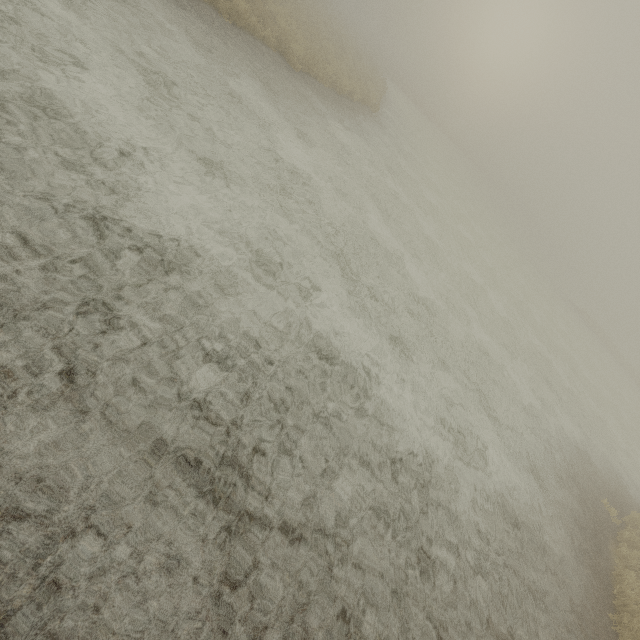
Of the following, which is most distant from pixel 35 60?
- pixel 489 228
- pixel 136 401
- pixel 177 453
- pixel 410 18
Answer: pixel 410 18
